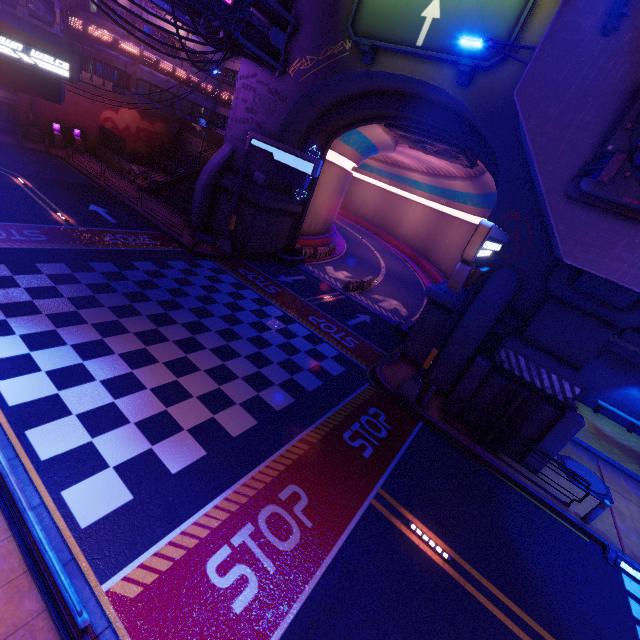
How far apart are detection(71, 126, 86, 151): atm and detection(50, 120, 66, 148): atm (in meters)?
0.45

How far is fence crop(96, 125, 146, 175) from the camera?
29.4 meters

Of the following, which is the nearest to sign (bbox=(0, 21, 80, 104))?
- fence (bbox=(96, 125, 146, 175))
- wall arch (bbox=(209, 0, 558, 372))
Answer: wall arch (bbox=(209, 0, 558, 372))

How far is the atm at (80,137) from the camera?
29.6 meters

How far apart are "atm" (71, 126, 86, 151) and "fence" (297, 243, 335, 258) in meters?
24.1 m

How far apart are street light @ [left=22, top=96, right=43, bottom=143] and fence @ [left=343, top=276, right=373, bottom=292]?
29.39m

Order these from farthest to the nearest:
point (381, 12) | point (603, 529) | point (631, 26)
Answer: point (381, 12), point (603, 529), point (631, 26)

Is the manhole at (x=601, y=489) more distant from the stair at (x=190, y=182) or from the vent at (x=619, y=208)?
the stair at (x=190, y=182)
